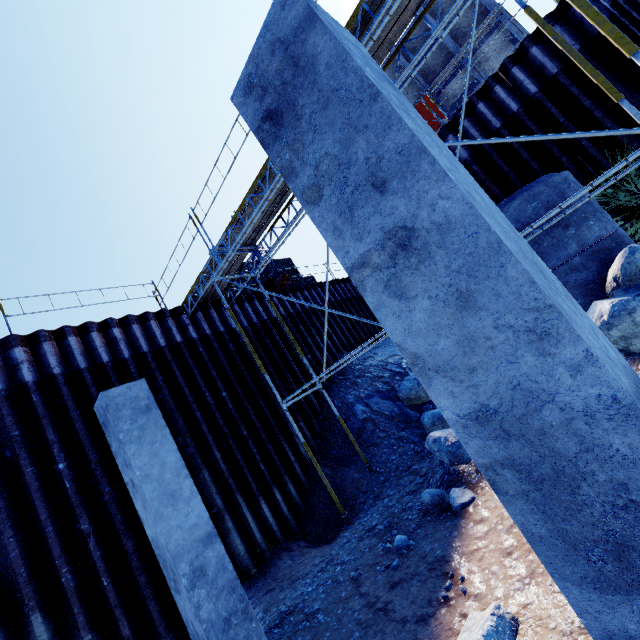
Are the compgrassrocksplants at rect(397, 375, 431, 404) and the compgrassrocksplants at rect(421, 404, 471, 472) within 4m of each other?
yes

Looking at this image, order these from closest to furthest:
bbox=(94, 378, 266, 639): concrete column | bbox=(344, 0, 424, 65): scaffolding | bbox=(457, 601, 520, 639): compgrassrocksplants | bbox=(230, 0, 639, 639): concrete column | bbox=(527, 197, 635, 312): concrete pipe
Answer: bbox=(230, 0, 639, 639): concrete column → bbox=(457, 601, 520, 639): compgrassrocksplants → bbox=(94, 378, 266, 639): concrete column → bbox=(344, 0, 424, 65): scaffolding → bbox=(527, 197, 635, 312): concrete pipe

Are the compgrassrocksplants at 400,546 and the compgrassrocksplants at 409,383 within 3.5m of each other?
no

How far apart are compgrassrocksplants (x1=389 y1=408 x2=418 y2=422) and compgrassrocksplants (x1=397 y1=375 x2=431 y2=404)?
0.3 meters

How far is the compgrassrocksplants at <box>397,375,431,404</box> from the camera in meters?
10.1 m

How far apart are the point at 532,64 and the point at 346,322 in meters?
10.7

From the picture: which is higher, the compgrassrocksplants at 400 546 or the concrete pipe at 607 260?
the concrete pipe at 607 260

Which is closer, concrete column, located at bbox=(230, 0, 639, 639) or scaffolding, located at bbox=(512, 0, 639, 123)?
concrete column, located at bbox=(230, 0, 639, 639)
